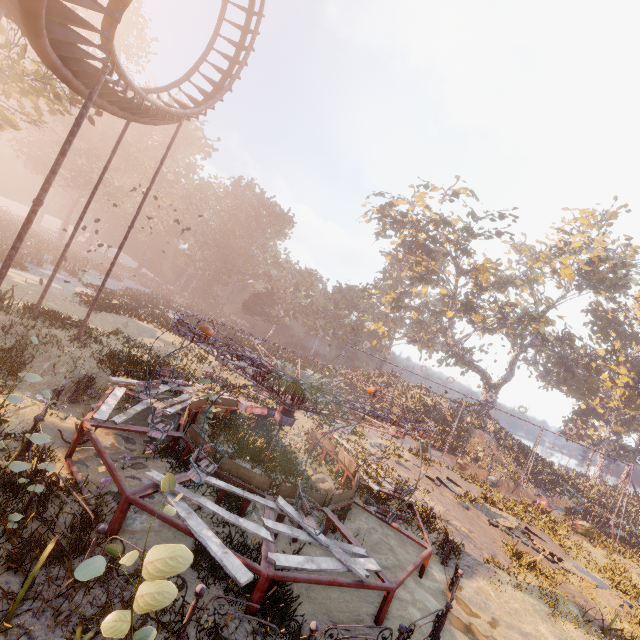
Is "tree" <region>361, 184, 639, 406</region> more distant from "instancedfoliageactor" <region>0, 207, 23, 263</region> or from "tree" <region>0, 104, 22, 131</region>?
"tree" <region>0, 104, 22, 131</region>

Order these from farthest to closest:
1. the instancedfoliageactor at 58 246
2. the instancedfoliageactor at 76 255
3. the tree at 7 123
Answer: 1. the instancedfoliageactor at 58 246
2. the instancedfoliageactor at 76 255
3. the tree at 7 123

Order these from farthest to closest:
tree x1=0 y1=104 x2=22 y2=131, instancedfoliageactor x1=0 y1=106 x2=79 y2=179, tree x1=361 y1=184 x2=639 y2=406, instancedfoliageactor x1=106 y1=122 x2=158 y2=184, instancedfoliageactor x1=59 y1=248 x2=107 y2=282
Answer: instancedfoliageactor x1=106 y1=122 x2=158 y2=184 → instancedfoliageactor x1=0 y1=106 x2=79 y2=179 → tree x1=361 y1=184 x2=639 y2=406 → instancedfoliageactor x1=59 y1=248 x2=107 y2=282 → tree x1=0 y1=104 x2=22 y2=131

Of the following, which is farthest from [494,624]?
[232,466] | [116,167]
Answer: [116,167]

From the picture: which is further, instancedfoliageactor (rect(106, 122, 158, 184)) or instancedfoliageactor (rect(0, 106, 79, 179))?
instancedfoliageactor (rect(106, 122, 158, 184))

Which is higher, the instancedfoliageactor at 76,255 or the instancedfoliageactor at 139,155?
the instancedfoliageactor at 139,155

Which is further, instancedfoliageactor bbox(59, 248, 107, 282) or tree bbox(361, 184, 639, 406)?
tree bbox(361, 184, 639, 406)

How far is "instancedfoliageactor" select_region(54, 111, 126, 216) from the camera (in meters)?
46.81
